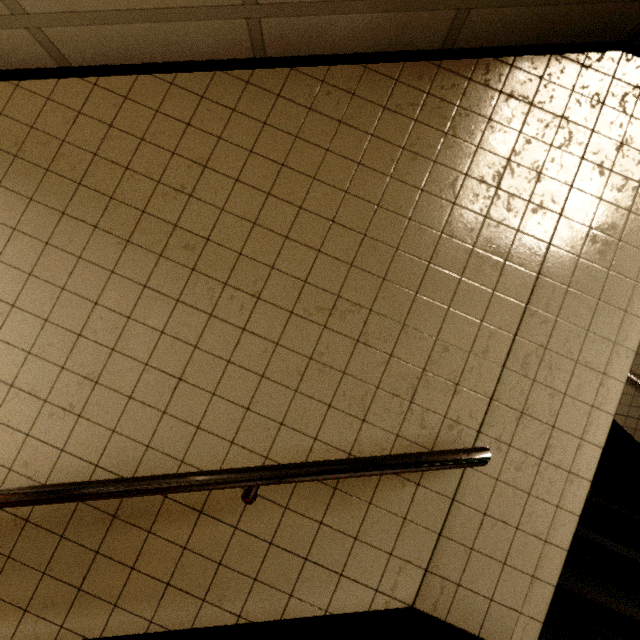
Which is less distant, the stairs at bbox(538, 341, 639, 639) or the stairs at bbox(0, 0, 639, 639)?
the stairs at bbox(0, 0, 639, 639)

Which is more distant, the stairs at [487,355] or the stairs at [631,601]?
the stairs at [631,601]

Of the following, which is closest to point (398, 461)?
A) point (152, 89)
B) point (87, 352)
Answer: point (87, 352)
